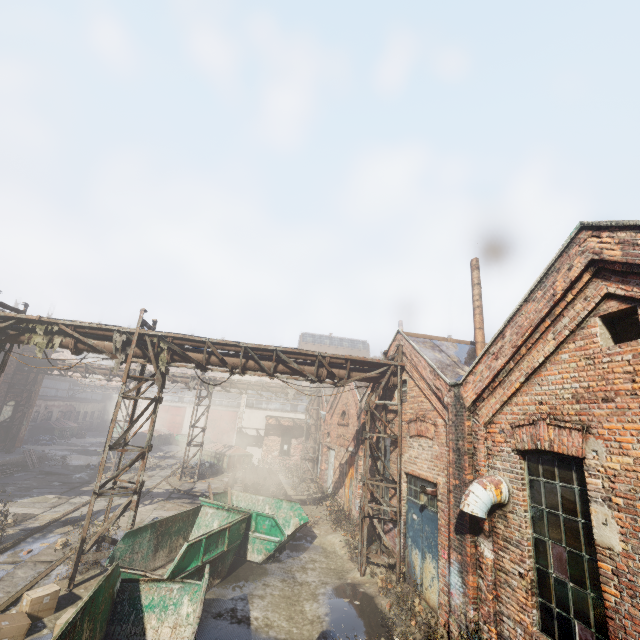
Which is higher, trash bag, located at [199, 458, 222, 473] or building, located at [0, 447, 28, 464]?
building, located at [0, 447, 28, 464]

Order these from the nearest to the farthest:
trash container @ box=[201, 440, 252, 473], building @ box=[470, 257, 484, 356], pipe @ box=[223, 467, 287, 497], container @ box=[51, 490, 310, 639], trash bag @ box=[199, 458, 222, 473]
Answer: container @ box=[51, 490, 310, 639]
building @ box=[470, 257, 484, 356]
pipe @ box=[223, 467, 287, 497]
trash bag @ box=[199, 458, 222, 473]
trash container @ box=[201, 440, 252, 473]

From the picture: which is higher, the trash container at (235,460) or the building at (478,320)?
the building at (478,320)

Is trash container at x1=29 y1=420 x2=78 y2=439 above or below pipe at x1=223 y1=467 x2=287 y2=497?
above

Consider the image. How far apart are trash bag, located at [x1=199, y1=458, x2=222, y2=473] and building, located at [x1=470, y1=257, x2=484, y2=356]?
Result: 19.5m

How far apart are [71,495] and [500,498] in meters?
18.1

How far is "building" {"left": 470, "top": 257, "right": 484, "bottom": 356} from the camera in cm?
1065

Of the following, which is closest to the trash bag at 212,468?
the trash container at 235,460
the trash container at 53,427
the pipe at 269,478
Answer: the trash container at 235,460
